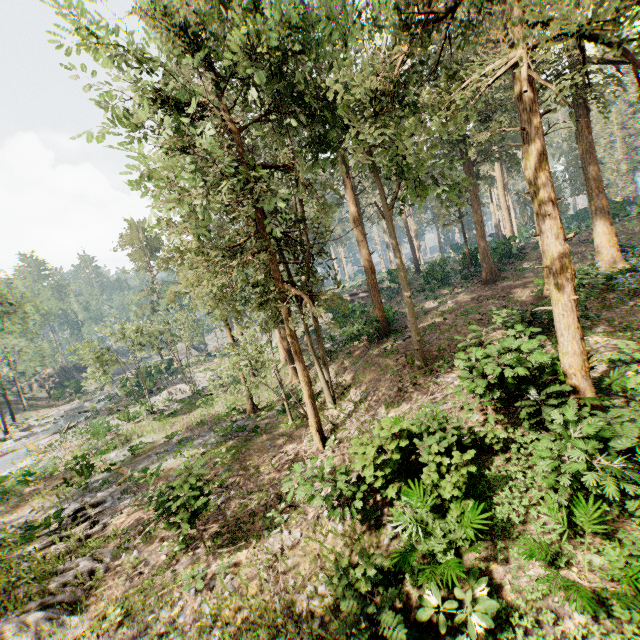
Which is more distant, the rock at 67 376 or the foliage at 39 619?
the rock at 67 376

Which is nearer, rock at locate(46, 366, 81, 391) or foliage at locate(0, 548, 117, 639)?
foliage at locate(0, 548, 117, 639)

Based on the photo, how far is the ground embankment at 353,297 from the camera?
42.7 meters

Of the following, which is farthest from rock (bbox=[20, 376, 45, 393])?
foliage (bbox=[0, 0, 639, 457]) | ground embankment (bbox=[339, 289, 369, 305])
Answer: ground embankment (bbox=[339, 289, 369, 305])

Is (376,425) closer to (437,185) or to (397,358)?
(397,358)

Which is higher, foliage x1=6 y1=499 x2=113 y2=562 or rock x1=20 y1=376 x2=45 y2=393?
rock x1=20 y1=376 x2=45 y2=393

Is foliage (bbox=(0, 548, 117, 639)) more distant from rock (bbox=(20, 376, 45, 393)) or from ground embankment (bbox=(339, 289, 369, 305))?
rock (bbox=(20, 376, 45, 393))
